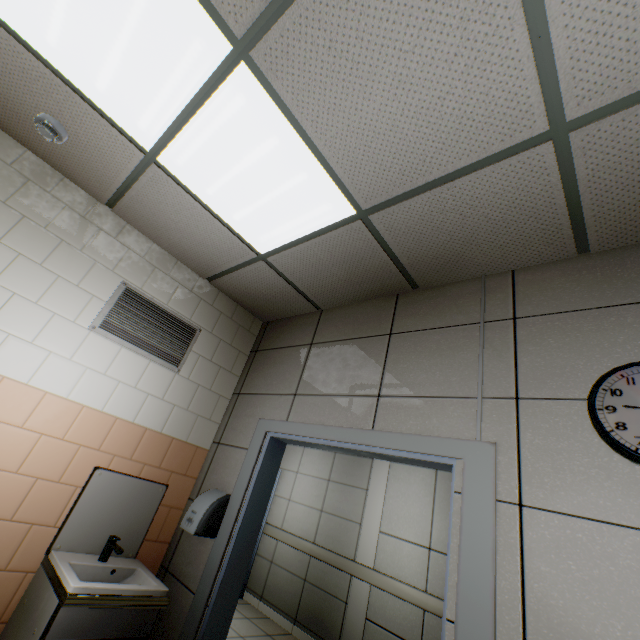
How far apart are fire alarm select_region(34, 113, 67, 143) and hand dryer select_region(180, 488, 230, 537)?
2.7m

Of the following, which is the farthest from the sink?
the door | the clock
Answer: the clock

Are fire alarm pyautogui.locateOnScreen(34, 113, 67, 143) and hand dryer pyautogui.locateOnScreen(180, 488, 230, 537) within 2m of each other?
no

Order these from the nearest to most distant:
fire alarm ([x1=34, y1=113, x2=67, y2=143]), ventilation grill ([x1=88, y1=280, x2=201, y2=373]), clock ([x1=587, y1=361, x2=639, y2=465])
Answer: clock ([x1=587, y1=361, x2=639, y2=465]), fire alarm ([x1=34, y1=113, x2=67, y2=143]), ventilation grill ([x1=88, y1=280, x2=201, y2=373])

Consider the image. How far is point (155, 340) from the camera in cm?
279

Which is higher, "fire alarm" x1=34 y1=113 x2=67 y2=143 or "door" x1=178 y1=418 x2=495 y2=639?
"fire alarm" x1=34 y1=113 x2=67 y2=143

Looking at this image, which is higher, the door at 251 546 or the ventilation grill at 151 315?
the ventilation grill at 151 315

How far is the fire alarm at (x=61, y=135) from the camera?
2.0 meters
